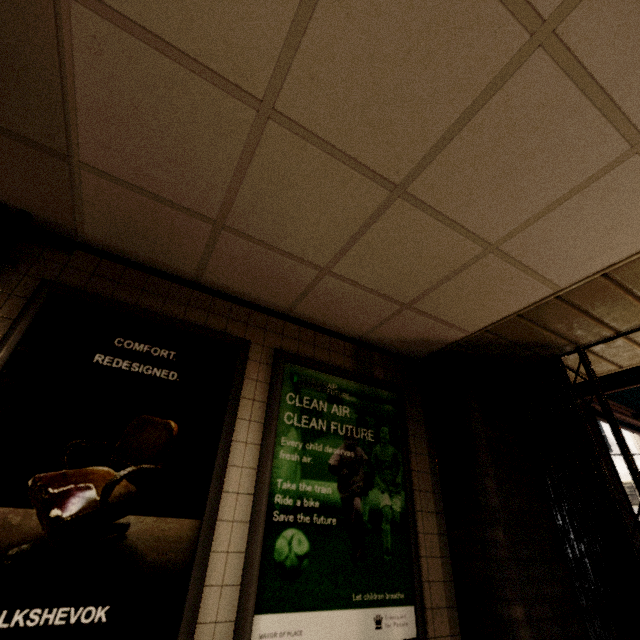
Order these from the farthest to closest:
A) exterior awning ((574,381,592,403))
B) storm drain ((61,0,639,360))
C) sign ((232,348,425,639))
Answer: exterior awning ((574,381,592,403))
sign ((232,348,425,639))
storm drain ((61,0,639,360))

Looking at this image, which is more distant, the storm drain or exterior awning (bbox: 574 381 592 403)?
exterior awning (bbox: 574 381 592 403)

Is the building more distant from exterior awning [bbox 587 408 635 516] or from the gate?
exterior awning [bbox 587 408 635 516]

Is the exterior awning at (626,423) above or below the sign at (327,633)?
above

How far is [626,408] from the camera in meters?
4.5 m

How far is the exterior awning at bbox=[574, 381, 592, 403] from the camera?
3.96m

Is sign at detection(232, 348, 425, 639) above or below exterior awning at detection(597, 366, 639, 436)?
below

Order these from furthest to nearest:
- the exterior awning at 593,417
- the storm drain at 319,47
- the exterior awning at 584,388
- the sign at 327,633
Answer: the exterior awning at 584,388 → the exterior awning at 593,417 → the sign at 327,633 → the storm drain at 319,47
